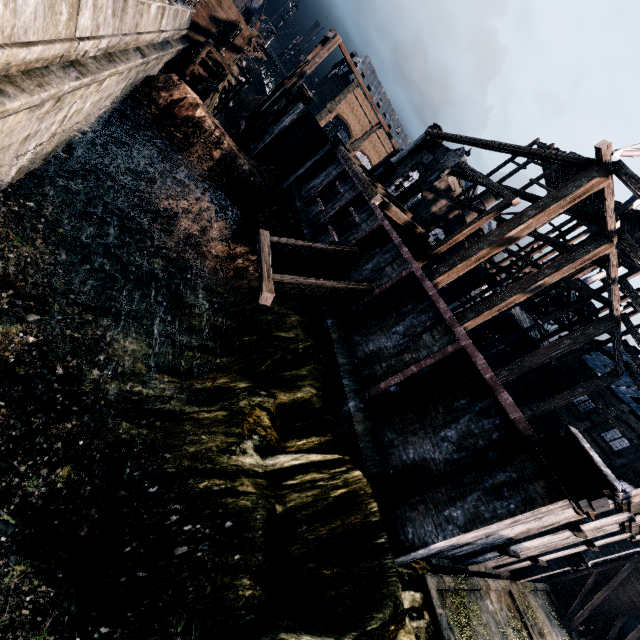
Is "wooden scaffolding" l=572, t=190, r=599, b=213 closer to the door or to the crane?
the crane

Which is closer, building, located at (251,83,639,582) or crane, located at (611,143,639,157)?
building, located at (251,83,639,582)

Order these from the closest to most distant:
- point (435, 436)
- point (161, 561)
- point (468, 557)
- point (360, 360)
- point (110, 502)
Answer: point (161, 561)
point (110, 502)
point (435, 436)
point (468, 557)
point (360, 360)

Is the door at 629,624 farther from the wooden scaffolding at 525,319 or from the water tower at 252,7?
the water tower at 252,7

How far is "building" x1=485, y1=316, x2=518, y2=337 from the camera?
38.53m

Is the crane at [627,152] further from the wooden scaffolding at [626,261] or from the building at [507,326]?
the building at [507,326]

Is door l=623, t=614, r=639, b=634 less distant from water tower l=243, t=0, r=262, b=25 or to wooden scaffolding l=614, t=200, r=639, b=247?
wooden scaffolding l=614, t=200, r=639, b=247

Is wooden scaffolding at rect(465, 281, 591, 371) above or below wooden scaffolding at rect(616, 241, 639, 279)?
below
